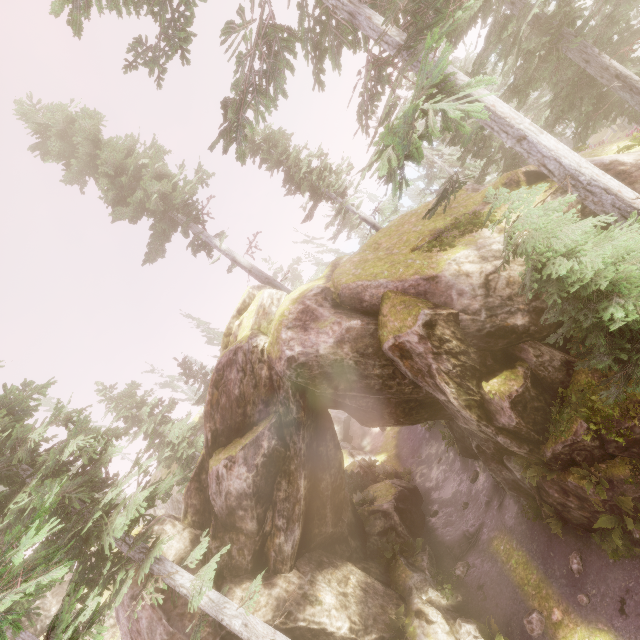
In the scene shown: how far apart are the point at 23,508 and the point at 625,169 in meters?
21.5 m

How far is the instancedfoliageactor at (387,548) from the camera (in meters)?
16.91

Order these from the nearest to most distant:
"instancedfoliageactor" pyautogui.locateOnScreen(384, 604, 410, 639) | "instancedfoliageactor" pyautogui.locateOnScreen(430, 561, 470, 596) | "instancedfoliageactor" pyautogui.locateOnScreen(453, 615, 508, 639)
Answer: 1. "instancedfoliageactor" pyautogui.locateOnScreen(453, 615, 508, 639)
2. "instancedfoliageactor" pyautogui.locateOnScreen(384, 604, 410, 639)
3. "instancedfoliageactor" pyautogui.locateOnScreen(430, 561, 470, 596)

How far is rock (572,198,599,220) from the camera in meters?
10.4

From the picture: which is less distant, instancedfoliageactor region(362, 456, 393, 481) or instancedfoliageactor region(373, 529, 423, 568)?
instancedfoliageactor region(373, 529, 423, 568)

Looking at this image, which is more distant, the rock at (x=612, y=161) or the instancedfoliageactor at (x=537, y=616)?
the instancedfoliageactor at (x=537, y=616)

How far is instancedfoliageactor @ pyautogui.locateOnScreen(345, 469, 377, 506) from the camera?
20.7m

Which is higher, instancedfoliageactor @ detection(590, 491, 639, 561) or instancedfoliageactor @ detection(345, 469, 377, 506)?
instancedfoliageactor @ detection(345, 469, 377, 506)
